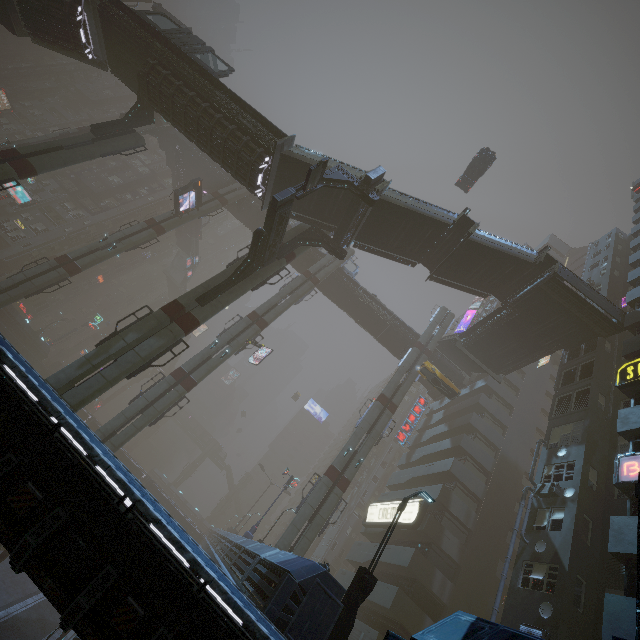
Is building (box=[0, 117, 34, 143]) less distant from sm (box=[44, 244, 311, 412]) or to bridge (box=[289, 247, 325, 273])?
sm (box=[44, 244, 311, 412])

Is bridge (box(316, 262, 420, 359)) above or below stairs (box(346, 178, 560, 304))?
above

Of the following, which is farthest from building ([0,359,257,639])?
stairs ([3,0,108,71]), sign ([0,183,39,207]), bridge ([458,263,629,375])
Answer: stairs ([3,0,108,71])

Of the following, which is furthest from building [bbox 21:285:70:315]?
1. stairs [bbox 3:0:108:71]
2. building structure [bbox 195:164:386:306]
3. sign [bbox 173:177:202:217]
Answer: sign [bbox 173:177:202:217]

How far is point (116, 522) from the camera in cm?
562

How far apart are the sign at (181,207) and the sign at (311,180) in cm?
2031

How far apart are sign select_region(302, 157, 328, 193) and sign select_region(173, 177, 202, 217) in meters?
20.3

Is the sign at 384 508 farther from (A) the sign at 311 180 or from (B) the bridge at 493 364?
(A) the sign at 311 180
